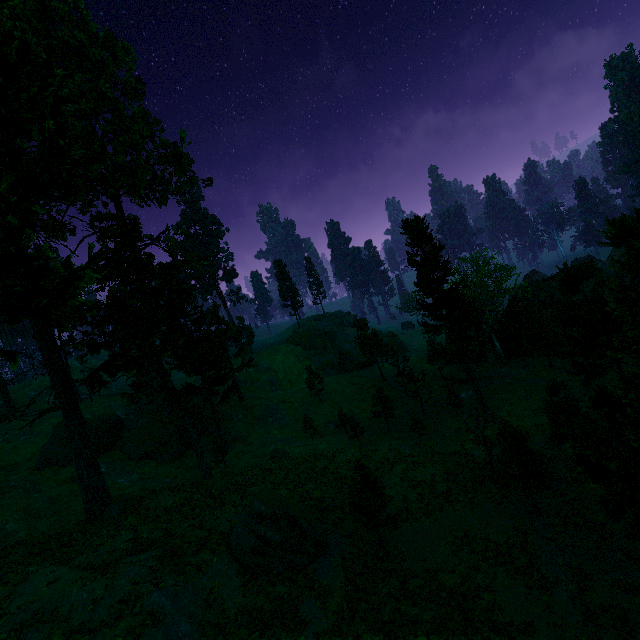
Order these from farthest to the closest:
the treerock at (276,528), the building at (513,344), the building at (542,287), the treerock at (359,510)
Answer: the building at (542,287)
the building at (513,344)
the treerock at (359,510)
the treerock at (276,528)

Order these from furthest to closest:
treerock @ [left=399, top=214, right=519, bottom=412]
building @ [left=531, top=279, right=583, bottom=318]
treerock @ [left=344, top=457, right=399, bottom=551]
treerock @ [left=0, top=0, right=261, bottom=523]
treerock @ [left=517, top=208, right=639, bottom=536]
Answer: building @ [left=531, top=279, right=583, bottom=318] < treerock @ [left=399, top=214, right=519, bottom=412] < treerock @ [left=0, top=0, right=261, bottom=523] < treerock @ [left=344, top=457, right=399, bottom=551] < treerock @ [left=517, top=208, right=639, bottom=536]

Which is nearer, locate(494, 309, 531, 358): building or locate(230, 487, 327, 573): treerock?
locate(230, 487, 327, 573): treerock

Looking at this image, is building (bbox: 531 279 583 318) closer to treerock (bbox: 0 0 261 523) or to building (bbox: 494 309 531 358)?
treerock (bbox: 0 0 261 523)

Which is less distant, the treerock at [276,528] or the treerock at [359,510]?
the treerock at [276,528]

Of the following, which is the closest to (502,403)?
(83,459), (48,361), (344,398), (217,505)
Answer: (344,398)

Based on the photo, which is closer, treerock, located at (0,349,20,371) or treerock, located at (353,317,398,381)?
treerock, located at (0,349,20,371)

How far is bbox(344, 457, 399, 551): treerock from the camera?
20.6 meters
